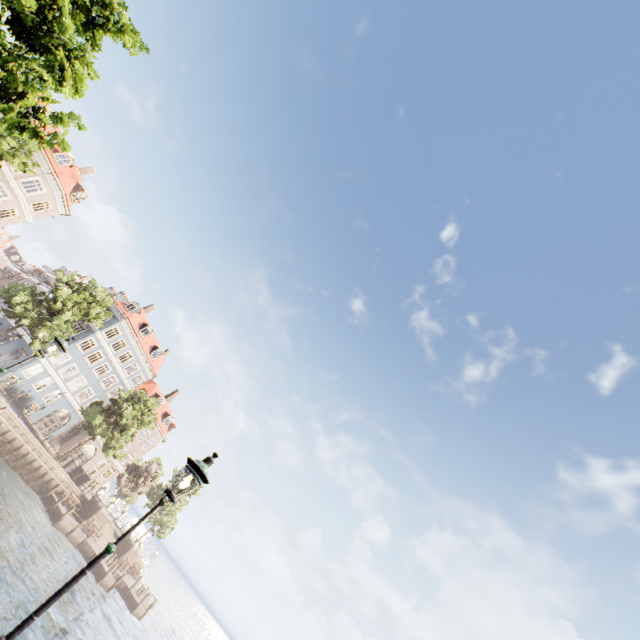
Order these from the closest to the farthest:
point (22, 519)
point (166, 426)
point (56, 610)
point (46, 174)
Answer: point (56, 610) < point (22, 519) < point (46, 174) < point (166, 426)

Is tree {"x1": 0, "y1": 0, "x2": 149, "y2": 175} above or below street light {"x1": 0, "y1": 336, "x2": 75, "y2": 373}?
above

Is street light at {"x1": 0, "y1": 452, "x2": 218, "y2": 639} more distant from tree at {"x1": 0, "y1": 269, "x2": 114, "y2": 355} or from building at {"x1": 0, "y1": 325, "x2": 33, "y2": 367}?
building at {"x1": 0, "y1": 325, "x2": 33, "y2": 367}

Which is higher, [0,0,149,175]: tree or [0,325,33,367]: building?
[0,0,149,175]: tree

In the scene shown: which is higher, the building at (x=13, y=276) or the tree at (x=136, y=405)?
the building at (x=13, y=276)

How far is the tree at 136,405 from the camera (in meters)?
33.00

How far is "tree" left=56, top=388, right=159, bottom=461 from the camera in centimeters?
3300cm

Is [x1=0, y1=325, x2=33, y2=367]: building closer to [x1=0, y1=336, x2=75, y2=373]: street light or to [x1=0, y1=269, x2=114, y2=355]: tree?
[x1=0, y1=269, x2=114, y2=355]: tree
